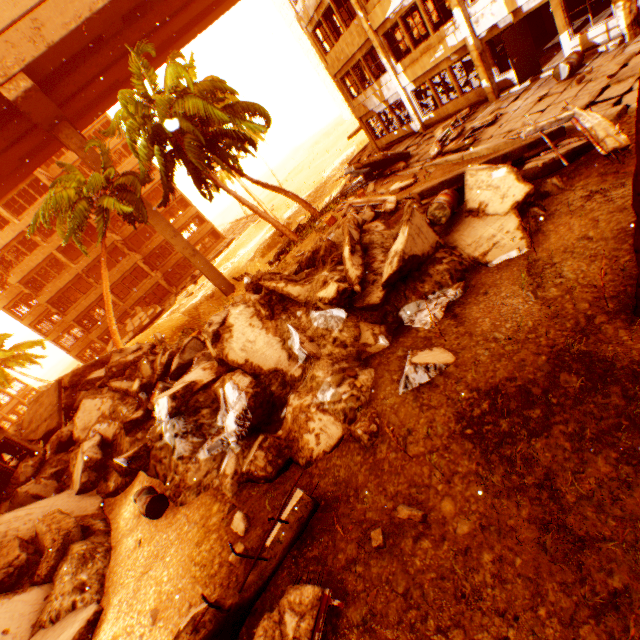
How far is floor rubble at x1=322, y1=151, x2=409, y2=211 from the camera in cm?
1617

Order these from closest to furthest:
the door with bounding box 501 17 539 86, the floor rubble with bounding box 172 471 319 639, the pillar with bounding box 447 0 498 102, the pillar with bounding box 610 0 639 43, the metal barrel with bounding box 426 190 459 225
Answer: the floor rubble with bounding box 172 471 319 639
the metal barrel with bounding box 426 190 459 225
the pillar with bounding box 610 0 639 43
the door with bounding box 501 17 539 86
the pillar with bounding box 447 0 498 102

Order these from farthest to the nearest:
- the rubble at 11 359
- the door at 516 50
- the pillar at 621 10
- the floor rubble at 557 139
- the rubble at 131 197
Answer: the rubble at 11 359 → the rubble at 131 197 → the door at 516 50 → the pillar at 621 10 → the floor rubble at 557 139

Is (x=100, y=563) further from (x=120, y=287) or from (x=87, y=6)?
(x=120, y=287)

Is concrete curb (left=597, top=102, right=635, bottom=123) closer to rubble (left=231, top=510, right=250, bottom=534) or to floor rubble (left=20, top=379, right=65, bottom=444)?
rubble (left=231, top=510, right=250, bottom=534)

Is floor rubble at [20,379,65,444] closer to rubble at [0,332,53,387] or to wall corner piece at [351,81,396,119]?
rubble at [0,332,53,387]

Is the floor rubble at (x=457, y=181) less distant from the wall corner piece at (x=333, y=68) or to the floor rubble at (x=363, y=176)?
the floor rubble at (x=363, y=176)

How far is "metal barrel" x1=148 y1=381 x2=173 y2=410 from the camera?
10.6 meters
